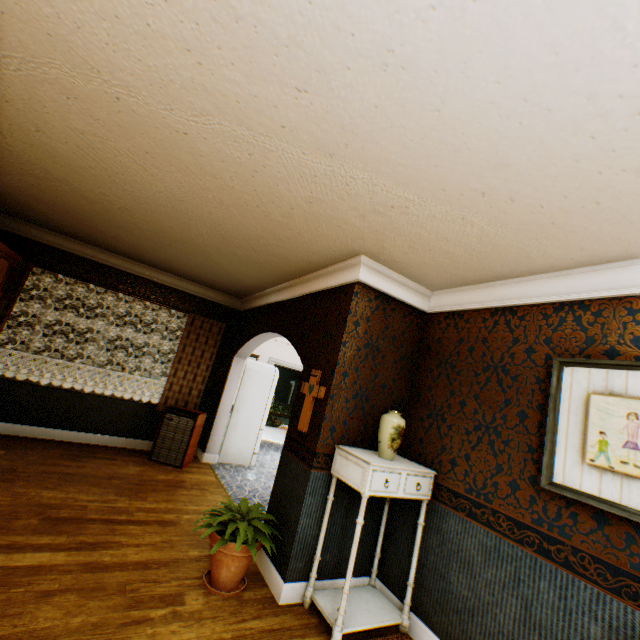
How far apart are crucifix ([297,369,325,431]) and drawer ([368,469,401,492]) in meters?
0.8

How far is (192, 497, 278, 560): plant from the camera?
2.6m

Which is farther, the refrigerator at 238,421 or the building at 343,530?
the refrigerator at 238,421

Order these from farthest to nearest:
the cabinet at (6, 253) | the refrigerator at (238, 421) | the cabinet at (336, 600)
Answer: the refrigerator at (238, 421), the cabinet at (6, 253), the cabinet at (336, 600)

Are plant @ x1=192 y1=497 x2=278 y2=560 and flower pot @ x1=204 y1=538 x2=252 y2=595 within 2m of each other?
yes

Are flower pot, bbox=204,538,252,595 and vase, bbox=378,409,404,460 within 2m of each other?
yes

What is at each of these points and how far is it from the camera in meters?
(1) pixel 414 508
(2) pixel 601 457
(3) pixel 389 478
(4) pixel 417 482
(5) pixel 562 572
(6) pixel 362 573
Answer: (1) building, 3.1
(2) picture frame, 2.0
(3) drawer, 2.7
(4) drawer, 2.9
(5) building, 2.1
(6) building, 3.2

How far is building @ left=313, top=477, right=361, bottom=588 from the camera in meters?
3.0
